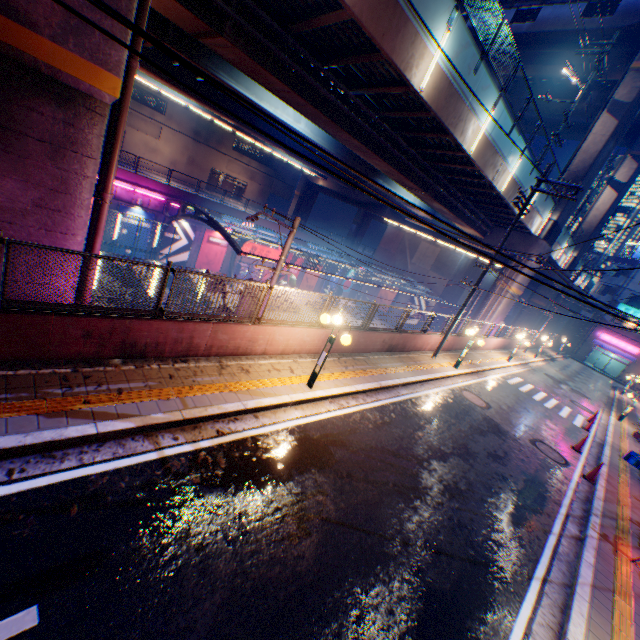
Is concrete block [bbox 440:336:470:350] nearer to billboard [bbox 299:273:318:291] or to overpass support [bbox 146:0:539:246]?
overpass support [bbox 146:0:539:246]

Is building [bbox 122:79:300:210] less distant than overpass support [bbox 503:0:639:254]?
No

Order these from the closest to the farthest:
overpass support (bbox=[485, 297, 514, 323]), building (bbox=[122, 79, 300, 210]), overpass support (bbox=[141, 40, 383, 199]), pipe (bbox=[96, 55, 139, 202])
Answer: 1. pipe (bbox=[96, 55, 139, 202])
2. overpass support (bbox=[141, 40, 383, 199])
3. overpass support (bbox=[485, 297, 514, 323])
4. building (bbox=[122, 79, 300, 210])

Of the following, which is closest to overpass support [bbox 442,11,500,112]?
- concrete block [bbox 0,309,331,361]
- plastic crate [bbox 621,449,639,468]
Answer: concrete block [bbox 0,309,331,361]

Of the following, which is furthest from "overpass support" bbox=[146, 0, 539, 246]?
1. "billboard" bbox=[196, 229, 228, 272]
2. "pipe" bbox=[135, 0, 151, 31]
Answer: "billboard" bbox=[196, 229, 228, 272]

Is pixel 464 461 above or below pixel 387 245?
below

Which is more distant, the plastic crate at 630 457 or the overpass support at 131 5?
the plastic crate at 630 457

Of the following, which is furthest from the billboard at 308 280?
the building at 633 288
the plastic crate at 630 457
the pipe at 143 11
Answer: the building at 633 288
